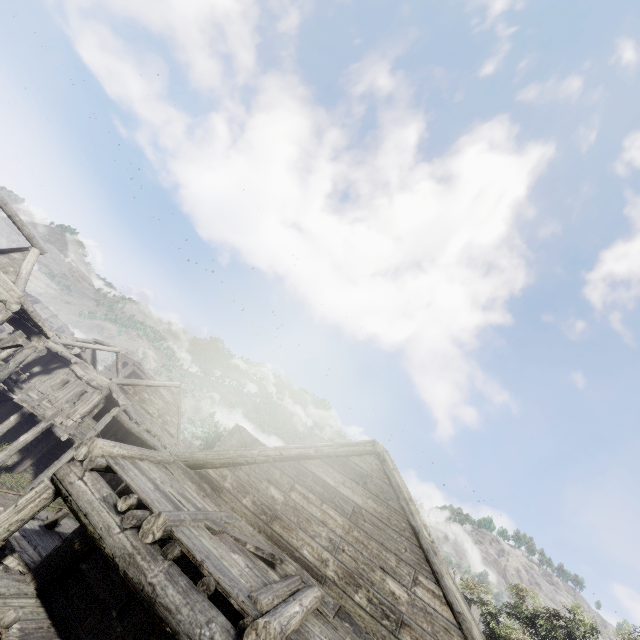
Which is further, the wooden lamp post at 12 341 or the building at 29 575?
the wooden lamp post at 12 341

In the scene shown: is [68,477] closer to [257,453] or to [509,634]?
[257,453]

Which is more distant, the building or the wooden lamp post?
the wooden lamp post
